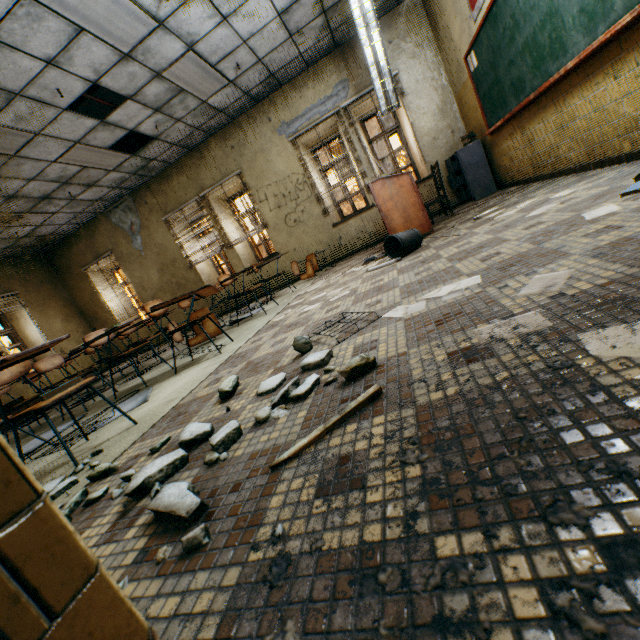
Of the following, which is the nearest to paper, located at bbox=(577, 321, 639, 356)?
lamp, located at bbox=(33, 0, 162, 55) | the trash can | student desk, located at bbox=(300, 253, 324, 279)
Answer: the trash can

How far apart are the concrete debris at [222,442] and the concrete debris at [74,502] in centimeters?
11cm

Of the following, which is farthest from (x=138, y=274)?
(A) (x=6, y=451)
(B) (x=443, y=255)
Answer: (A) (x=6, y=451)

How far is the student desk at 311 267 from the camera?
6.5 meters

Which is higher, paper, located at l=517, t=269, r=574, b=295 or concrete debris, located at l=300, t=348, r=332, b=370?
concrete debris, located at l=300, t=348, r=332, b=370

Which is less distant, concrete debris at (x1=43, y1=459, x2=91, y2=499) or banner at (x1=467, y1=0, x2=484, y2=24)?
concrete debris at (x1=43, y1=459, x2=91, y2=499)

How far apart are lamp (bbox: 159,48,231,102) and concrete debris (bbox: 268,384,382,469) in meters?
6.1 m

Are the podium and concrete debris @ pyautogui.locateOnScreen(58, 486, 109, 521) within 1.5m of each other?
no
